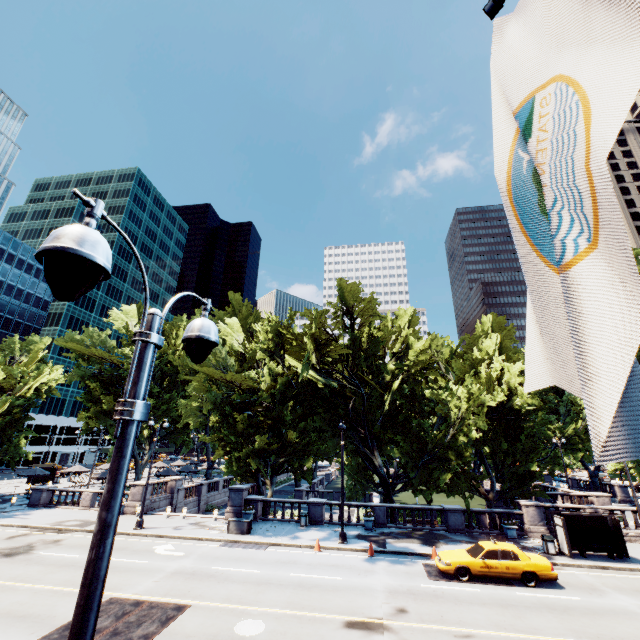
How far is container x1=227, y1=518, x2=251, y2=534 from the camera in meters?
21.8 m

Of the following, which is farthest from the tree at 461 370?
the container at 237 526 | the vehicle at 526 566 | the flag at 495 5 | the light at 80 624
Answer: the flag at 495 5

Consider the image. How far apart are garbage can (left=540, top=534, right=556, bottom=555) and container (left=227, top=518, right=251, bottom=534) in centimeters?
1849cm

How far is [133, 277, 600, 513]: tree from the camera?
23.97m

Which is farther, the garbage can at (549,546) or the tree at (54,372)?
the tree at (54,372)

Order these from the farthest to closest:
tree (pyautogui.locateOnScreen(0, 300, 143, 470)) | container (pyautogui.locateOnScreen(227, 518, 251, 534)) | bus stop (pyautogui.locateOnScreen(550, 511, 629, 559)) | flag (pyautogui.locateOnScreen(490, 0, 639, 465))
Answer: tree (pyautogui.locateOnScreen(0, 300, 143, 470)) → container (pyautogui.locateOnScreen(227, 518, 251, 534)) → bus stop (pyautogui.locateOnScreen(550, 511, 629, 559)) → flag (pyautogui.locateOnScreen(490, 0, 639, 465))

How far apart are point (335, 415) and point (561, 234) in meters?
27.9 m

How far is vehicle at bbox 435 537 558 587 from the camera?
14.98m
